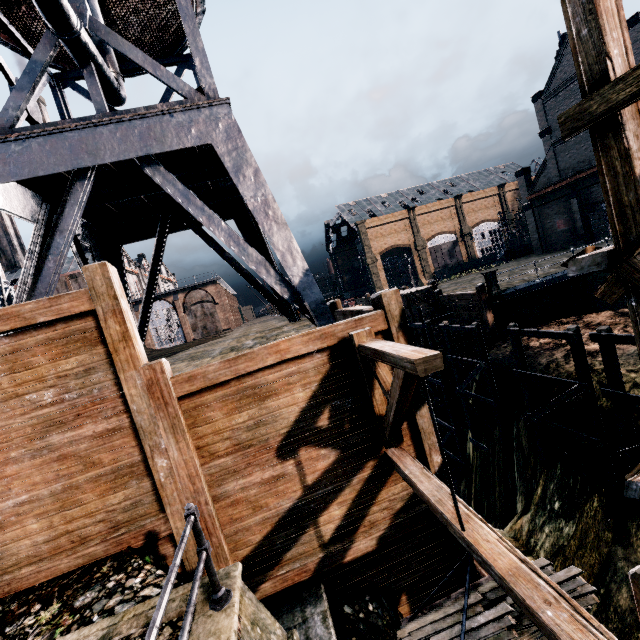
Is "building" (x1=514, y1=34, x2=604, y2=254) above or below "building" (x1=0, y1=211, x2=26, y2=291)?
below

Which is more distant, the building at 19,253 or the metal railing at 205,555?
the building at 19,253

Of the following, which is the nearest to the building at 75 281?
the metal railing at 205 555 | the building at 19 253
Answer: the building at 19 253

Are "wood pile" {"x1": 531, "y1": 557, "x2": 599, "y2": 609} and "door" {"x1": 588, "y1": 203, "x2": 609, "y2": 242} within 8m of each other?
no

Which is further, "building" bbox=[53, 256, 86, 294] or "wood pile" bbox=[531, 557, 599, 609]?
"building" bbox=[53, 256, 86, 294]

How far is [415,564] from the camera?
6.8 meters

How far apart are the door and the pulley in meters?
40.9

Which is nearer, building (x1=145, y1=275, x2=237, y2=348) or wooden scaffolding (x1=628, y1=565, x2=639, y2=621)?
wooden scaffolding (x1=628, y1=565, x2=639, y2=621)
